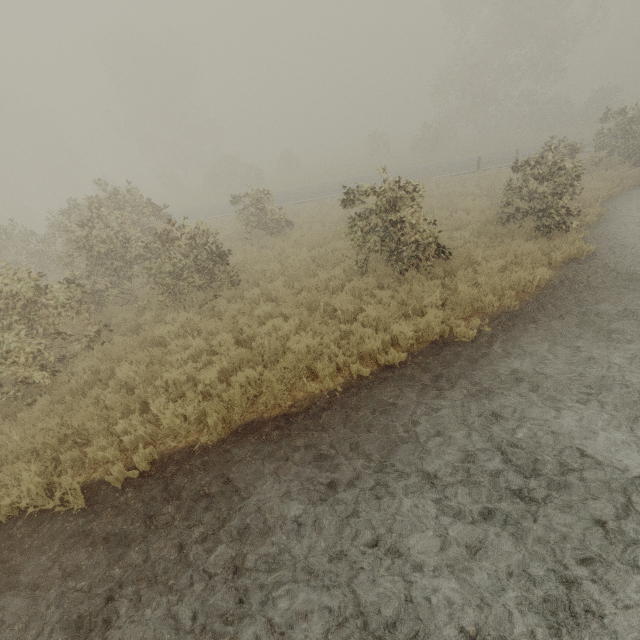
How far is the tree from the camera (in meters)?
9.48

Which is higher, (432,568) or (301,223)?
(301,223)

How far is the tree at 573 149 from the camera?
9.5 meters
